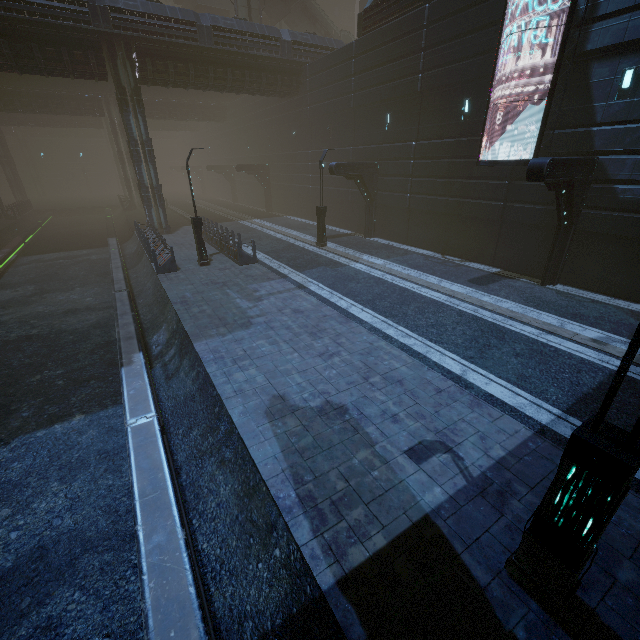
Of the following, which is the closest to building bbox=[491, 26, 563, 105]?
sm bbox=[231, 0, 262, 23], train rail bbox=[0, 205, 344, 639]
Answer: train rail bbox=[0, 205, 344, 639]

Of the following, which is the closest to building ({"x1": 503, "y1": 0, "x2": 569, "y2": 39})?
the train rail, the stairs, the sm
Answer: the train rail

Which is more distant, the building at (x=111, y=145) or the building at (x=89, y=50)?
the building at (x=89, y=50)

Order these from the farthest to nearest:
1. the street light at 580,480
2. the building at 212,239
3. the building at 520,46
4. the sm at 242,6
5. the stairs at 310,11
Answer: the stairs at 310,11 → the sm at 242,6 → the building at 212,239 → the building at 520,46 → the street light at 580,480

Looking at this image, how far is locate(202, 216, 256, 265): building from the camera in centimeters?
1717cm

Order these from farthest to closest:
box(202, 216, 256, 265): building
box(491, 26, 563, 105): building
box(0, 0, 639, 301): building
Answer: box(202, 216, 256, 265): building → box(491, 26, 563, 105): building → box(0, 0, 639, 301): building

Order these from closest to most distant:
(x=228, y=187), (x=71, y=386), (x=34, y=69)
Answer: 1. (x=71, y=386)
2. (x=34, y=69)
3. (x=228, y=187)
